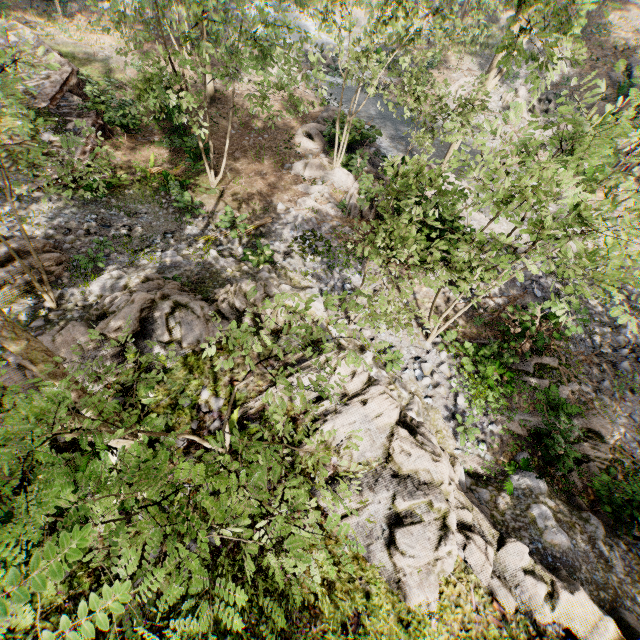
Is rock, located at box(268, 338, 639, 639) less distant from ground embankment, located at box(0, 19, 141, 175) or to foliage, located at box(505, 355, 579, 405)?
foliage, located at box(505, 355, 579, 405)

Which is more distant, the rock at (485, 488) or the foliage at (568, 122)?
the rock at (485, 488)

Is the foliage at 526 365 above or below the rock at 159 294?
below

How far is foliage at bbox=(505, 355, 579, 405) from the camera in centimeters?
1182cm

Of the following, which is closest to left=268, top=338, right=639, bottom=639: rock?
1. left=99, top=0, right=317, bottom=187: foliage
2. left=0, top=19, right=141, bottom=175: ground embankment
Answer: left=99, top=0, right=317, bottom=187: foliage

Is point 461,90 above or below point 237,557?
above

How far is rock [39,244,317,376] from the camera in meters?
7.7
